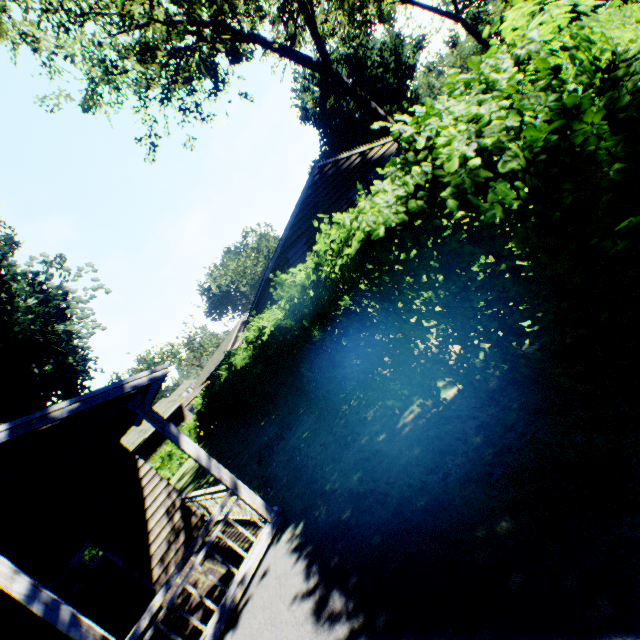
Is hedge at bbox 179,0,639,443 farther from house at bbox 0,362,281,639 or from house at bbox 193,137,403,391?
house at bbox 193,137,403,391

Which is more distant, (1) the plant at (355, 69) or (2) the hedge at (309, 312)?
(1) the plant at (355, 69)

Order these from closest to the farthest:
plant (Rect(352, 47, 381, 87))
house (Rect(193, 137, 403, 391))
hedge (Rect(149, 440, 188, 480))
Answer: house (Rect(193, 137, 403, 391))
hedge (Rect(149, 440, 188, 480))
plant (Rect(352, 47, 381, 87))

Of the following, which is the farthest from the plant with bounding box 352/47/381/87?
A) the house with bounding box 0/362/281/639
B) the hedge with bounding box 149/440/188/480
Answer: the hedge with bounding box 149/440/188/480

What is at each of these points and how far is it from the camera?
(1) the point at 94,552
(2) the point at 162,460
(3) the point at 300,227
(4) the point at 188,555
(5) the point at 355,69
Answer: (1) hedge, 22.9m
(2) hedge, 27.5m
(3) house, 16.2m
(4) house, 5.2m
(5) plant, 59.9m

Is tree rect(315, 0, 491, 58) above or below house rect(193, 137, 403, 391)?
above

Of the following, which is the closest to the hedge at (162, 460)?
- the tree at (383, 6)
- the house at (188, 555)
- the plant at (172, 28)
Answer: the plant at (172, 28)

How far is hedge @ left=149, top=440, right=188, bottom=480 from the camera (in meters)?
27.09
